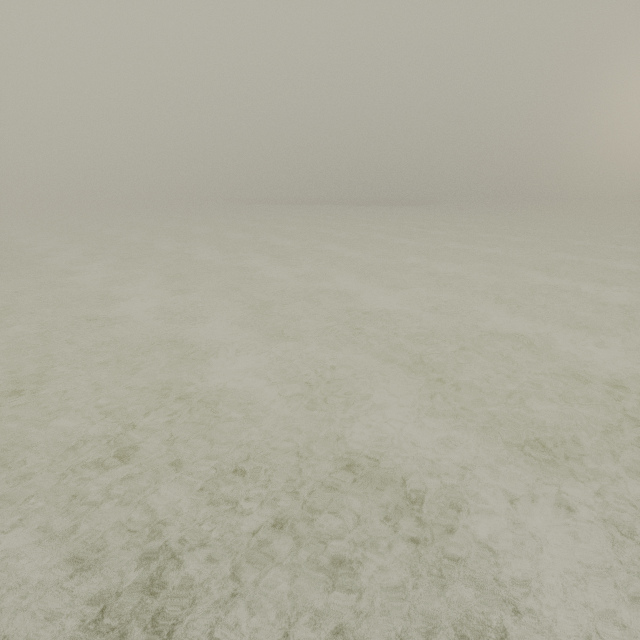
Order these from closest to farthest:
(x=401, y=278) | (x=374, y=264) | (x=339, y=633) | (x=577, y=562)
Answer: (x=339, y=633) → (x=577, y=562) → (x=401, y=278) → (x=374, y=264)
